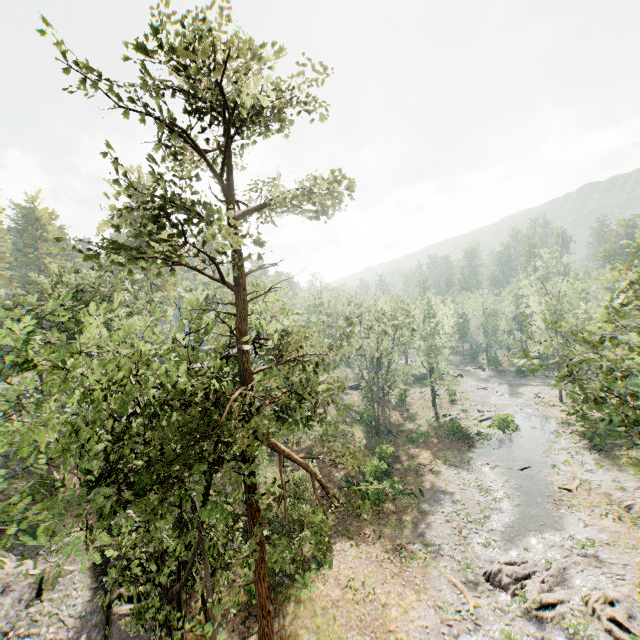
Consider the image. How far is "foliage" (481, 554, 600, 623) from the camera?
17.5 meters

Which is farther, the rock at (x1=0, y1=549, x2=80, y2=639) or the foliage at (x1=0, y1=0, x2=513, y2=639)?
the rock at (x1=0, y1=549, x2=80, y2=639)

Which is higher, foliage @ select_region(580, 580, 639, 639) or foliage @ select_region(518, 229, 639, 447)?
foliage @ select_region(518, 229, 639, 447)

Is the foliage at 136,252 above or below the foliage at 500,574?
above

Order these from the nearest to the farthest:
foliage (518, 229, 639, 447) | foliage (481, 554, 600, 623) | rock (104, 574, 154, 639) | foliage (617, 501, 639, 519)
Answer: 1. foliage (518, 229, 639, 447)
2. rock (104, 574, 154, 639)
3. foliage (481, 554, 600, 623)
4. foliage (617, 501, 639, 519)

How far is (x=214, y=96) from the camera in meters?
10.0 m

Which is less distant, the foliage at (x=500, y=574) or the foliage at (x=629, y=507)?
the foliage at (x=500, y=574)
